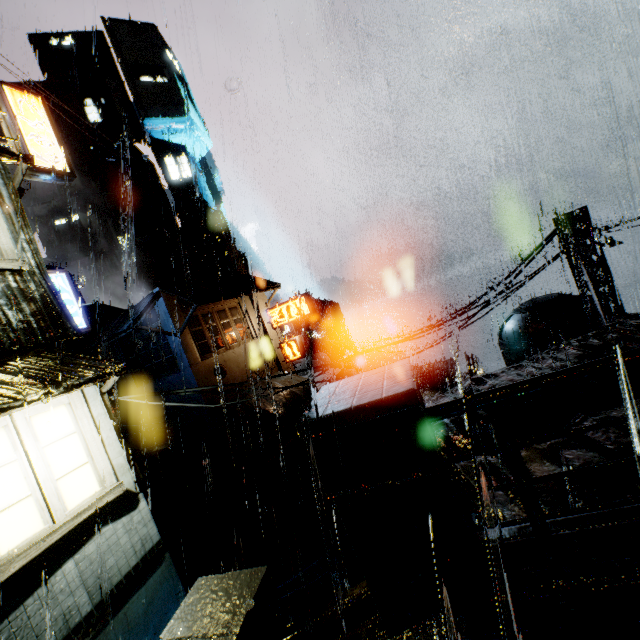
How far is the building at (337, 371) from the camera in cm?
3046

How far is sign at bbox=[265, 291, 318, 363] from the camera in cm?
2255

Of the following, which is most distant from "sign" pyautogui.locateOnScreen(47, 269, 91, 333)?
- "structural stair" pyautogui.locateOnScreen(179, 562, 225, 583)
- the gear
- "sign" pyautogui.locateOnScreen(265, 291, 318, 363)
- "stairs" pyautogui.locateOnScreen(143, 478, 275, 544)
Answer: the gear

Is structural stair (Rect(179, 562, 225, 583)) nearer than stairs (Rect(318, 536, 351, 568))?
Yes

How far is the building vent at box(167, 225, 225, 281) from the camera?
43.6 meters

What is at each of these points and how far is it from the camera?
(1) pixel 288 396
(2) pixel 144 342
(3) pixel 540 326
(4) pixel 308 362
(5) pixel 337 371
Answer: (1) cloth, 21.08m
(2) building, 20.86m
(3) building vent, 13.09m
(4) gear, 39.84m
(5) building, 31.41m

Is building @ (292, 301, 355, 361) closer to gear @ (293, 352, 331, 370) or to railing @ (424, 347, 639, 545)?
railing @ (424, 347, 639, 545)

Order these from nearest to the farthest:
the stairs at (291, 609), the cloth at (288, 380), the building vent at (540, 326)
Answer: the stairs at (291, 609) < the building vent at (540, 326) < the cloth at (288, 380)
